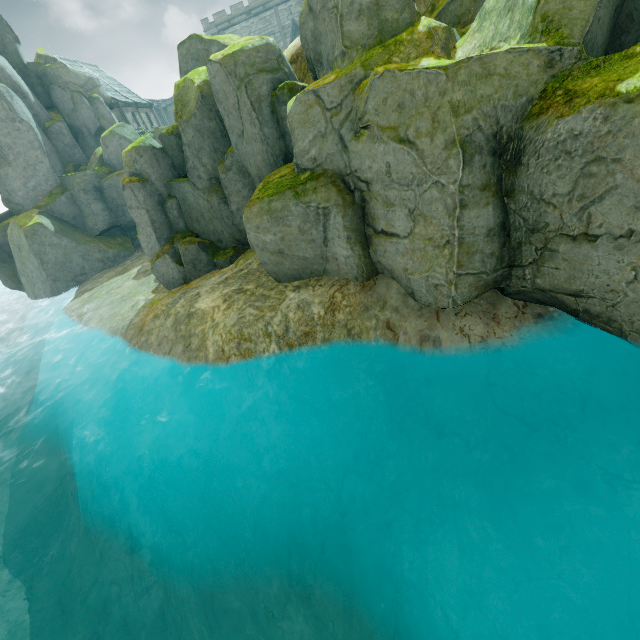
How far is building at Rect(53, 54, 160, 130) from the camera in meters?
37.8

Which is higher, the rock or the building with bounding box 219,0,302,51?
the building with bounding box 219,0,302,51

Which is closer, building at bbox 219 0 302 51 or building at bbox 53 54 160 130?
building at bbox 53 54 160 130

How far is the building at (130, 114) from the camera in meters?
37.8 m

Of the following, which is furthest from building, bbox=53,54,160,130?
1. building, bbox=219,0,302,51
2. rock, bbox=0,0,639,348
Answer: building, bbox=219,0,302,51

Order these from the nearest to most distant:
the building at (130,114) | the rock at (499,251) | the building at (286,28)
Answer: the rock at (499,251), the building at (130,114), the building at (286,28)

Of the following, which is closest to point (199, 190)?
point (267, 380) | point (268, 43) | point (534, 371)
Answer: point (268, 43)
